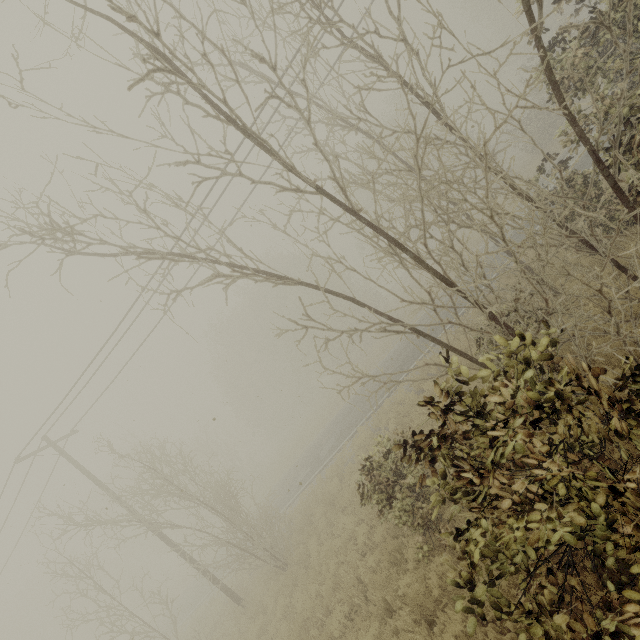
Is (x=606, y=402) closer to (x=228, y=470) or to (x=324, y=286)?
(x=324, y=286)
